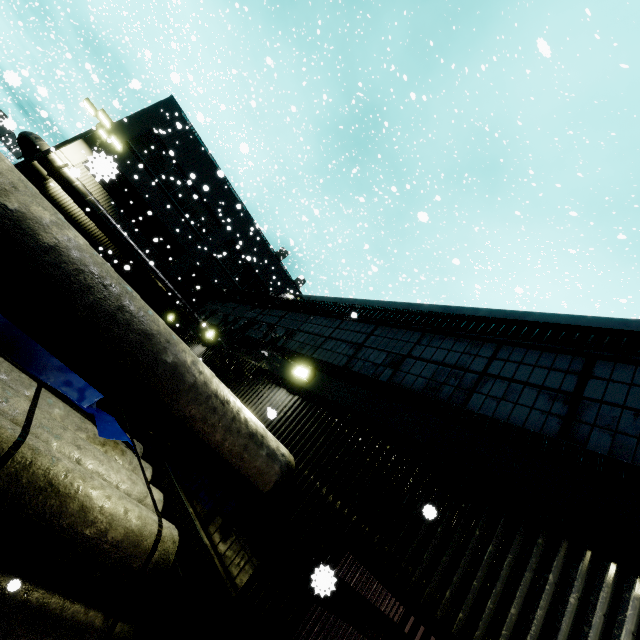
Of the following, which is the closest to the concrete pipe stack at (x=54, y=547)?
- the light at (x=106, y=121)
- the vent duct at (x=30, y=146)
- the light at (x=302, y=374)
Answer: the vent duct at (x=30, y=146)

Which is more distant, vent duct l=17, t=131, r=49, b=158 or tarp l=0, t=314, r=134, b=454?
vent duct l=17, t=131, r=49, b=158

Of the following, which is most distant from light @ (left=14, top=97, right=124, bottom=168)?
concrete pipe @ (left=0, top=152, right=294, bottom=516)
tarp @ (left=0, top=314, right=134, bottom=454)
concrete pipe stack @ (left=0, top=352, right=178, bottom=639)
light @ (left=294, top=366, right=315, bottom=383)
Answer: light @ (left=294, top=366, right=315, bottom=383)

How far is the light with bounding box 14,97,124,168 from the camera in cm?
1530

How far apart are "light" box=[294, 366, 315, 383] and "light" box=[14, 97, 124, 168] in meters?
17.4 m

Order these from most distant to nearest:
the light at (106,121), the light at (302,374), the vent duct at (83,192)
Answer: the vent duct at (83,192), the light at (106,121), the light at (302,374)

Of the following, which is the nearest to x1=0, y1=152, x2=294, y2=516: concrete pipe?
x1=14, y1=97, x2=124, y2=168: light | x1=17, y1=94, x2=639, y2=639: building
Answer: x1=17, y1=94, x2=639, y2=639: building

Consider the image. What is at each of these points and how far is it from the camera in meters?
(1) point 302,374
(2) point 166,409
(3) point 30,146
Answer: (1) light, 6.8
(2) concrete pipe, 3.8
(3) vent duct, 15.8
